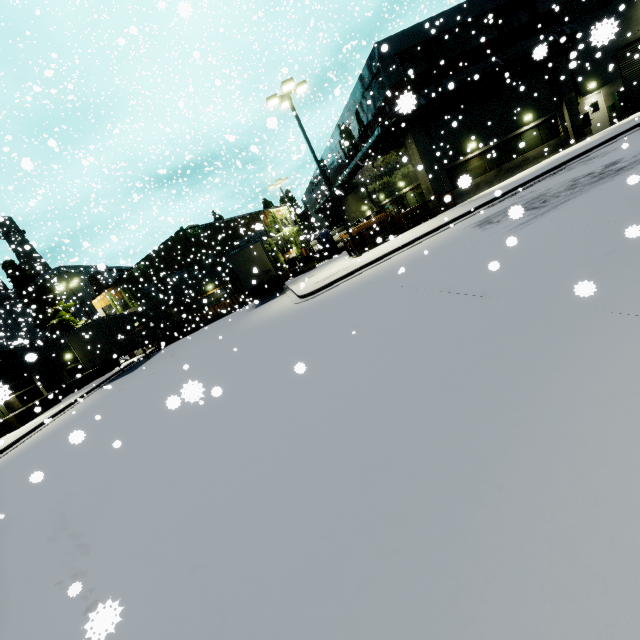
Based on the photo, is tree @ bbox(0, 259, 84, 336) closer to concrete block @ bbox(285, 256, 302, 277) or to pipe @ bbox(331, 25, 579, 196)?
concrete block @ bbox(285, 256, 302, 277)

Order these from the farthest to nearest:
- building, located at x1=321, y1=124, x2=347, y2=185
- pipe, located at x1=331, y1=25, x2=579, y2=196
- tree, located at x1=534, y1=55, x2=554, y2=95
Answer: building, located at x1=321, y1=124, x2=347, y2=185
tree, located at x1=534, y1=55, x2=554, y2=95
pipe, located at x1=331, y1=25, x2=579, y2=196

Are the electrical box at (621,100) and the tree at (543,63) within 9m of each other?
yes

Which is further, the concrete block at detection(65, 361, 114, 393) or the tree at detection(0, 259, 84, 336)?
the tree at detection(0, 259, 84, 336)

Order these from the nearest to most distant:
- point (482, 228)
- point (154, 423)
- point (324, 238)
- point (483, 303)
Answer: point (483, 303) < point (154, 423) < point (482, 228) < point (324, 238)

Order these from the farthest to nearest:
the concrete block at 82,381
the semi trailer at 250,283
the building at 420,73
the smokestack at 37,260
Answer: the smokestack at 37,260
the concrete block at 82,381
the semi trailer at 250,283
the building at 420,73

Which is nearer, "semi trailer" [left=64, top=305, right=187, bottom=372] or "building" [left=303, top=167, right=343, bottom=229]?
"semi trailer" [left=64, top=305, right=187, bottom=372]

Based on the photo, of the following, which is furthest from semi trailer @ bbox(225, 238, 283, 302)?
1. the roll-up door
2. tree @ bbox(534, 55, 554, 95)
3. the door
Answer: tree @ bbox(534, 55, 554, 95)
